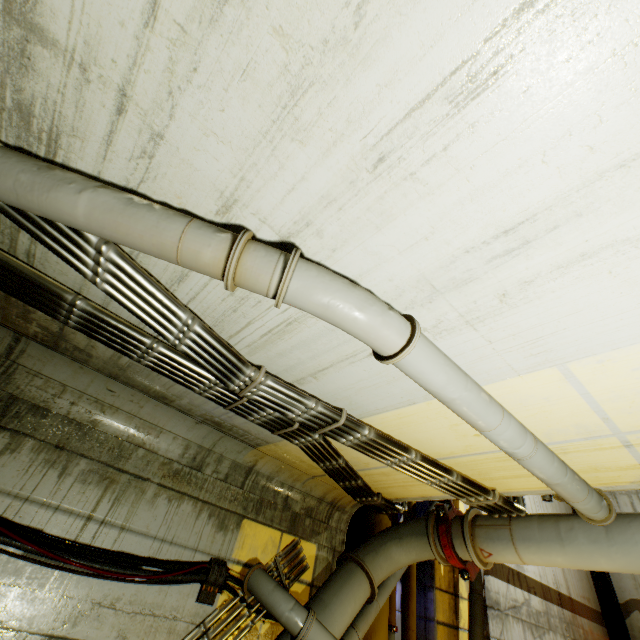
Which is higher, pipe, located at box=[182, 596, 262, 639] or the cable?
the cable

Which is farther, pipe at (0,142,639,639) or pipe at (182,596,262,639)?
pipe at (182,596,262,639)

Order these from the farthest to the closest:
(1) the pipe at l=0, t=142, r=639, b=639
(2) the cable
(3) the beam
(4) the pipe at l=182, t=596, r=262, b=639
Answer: (3) the beam, (4) the pipe at l=182, t=596, r=262, b=639, (2) the cable, (1) the pipe at l=0, t=142, r=639, b=639

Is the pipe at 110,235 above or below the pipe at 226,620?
above

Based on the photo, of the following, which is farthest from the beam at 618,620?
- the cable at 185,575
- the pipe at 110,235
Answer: the cable at 185,575

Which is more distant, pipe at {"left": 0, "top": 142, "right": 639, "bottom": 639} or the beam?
the beam

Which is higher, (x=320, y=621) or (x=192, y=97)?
(x=192, y=97)
